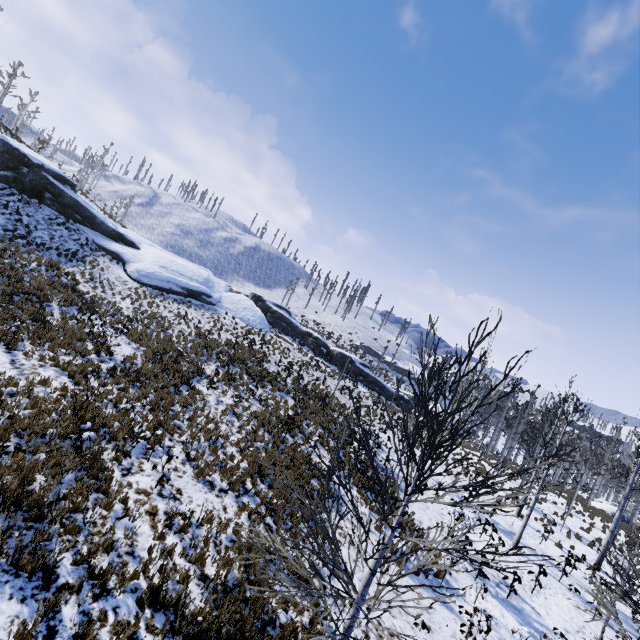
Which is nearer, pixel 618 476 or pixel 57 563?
pixel 57 563
